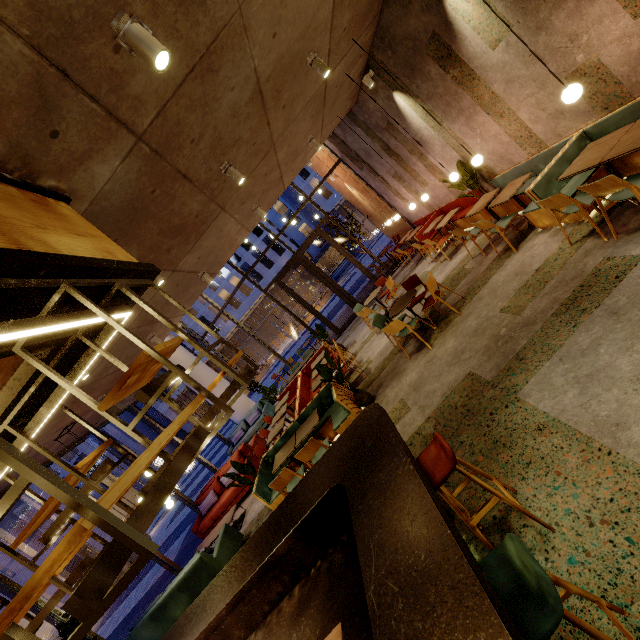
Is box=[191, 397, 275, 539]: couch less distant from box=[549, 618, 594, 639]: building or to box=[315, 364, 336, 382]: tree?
box=[549, 618, 594, 639]: building

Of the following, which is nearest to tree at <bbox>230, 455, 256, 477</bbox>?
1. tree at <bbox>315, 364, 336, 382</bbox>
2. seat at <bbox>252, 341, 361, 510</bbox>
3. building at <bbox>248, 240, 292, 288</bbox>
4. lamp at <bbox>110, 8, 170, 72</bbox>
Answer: seat at <bbox>252, 341, 361, 510</bbox>

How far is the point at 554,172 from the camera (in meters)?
4.93

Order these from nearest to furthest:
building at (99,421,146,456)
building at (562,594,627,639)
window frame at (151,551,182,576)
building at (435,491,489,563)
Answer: building at (562,594,627,639) → building at (435,491,489,563) → window frame at (151,551,182,576) → building at (99,421,146,456)

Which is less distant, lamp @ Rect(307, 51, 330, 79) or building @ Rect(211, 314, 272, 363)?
lamp @ Rect(307, 51, 330, 79)

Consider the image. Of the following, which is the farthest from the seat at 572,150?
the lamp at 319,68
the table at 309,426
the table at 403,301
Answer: the table at 309,426

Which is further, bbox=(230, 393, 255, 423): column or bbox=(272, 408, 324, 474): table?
bbox=(230, 393, 255, 423): column

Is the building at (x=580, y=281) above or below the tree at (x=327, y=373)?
below
